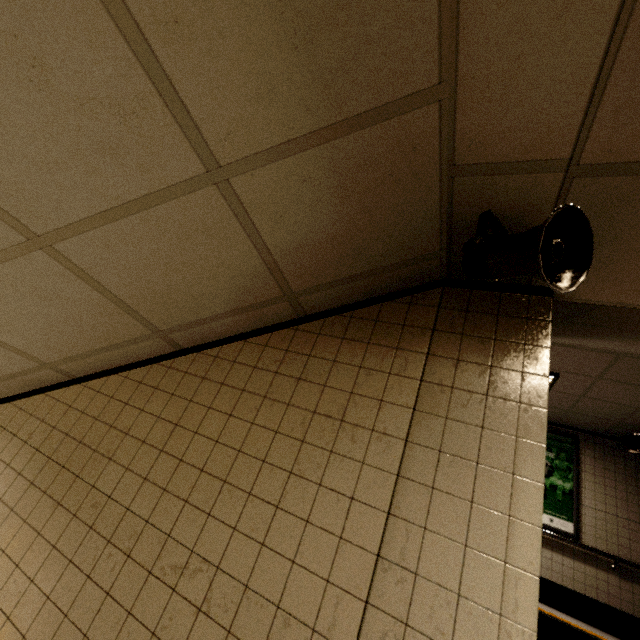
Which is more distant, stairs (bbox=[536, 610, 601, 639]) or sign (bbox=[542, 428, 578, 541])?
sign (bbox=[542, 428, 578, 541])

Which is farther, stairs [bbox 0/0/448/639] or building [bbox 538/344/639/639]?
building [bbox 538/344/639/639]

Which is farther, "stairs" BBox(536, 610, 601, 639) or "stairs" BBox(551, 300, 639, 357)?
"stairs" BBox(536, 610, 601, 639)

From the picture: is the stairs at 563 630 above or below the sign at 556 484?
below

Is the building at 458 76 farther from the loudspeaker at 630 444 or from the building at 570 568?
the loudspeaker at 630 444

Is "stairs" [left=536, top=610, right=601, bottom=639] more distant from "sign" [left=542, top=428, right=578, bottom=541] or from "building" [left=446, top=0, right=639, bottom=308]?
"sign" [left=542, top=428, right=578, bottom=541]

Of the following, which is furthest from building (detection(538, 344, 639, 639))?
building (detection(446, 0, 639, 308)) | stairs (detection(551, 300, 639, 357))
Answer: building (detection(446, 0, 639, 308))

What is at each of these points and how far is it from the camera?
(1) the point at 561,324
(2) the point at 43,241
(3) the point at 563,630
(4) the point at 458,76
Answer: (1) stairs, 2.4 meters
(2) stairs, 1.4 meters
(3) stairs, 2.7 meters
(4) building, 1.0 meters
